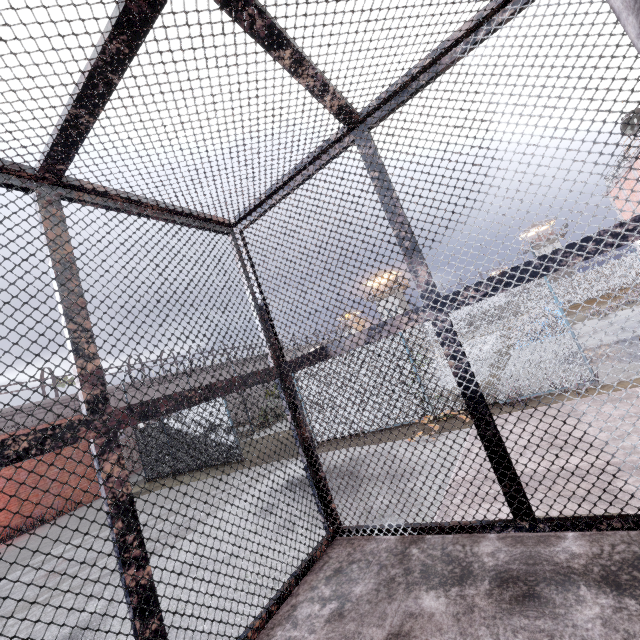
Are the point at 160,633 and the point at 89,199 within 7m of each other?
yes

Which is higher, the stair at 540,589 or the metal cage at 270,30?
the metal cage at 270,30

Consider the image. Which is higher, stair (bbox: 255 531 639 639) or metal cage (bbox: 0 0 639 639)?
metal cage (bbox: 0 0 639 639)
